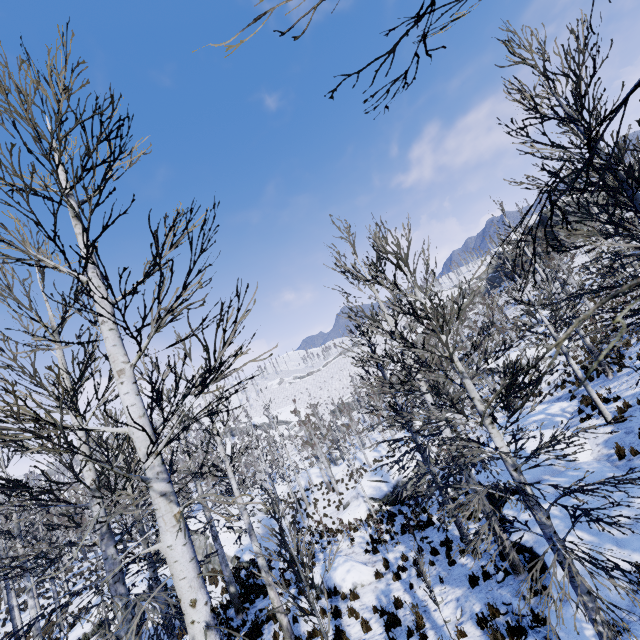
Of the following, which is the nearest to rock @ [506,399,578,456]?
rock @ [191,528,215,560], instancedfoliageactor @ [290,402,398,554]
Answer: instancedfoliageactor @ [290,402,398,554]

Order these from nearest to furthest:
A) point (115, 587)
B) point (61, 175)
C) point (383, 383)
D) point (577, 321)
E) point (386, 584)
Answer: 1. point (577, 321)
2. point (61, 175)
3. point (115, 587)
4. point (386, 584)
5. point (383, 383)

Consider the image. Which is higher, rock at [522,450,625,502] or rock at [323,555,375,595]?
rock at [522,450,625,502]

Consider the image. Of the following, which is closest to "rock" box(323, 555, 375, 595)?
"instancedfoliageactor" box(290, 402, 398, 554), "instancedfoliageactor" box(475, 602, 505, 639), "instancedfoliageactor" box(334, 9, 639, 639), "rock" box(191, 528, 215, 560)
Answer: "instancedfoliageactor" box(334, 9, 639, 639)

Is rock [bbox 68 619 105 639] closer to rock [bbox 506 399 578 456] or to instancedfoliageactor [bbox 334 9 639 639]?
instancedfoliageactor [bbox 334 9 639 639]

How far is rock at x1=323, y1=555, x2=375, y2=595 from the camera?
12.7m

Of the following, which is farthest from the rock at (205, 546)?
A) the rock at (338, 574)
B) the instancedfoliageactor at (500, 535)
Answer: the rock at (338, 574)

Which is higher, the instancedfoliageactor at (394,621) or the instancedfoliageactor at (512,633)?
the instancedfoliageactor at (512,633)
